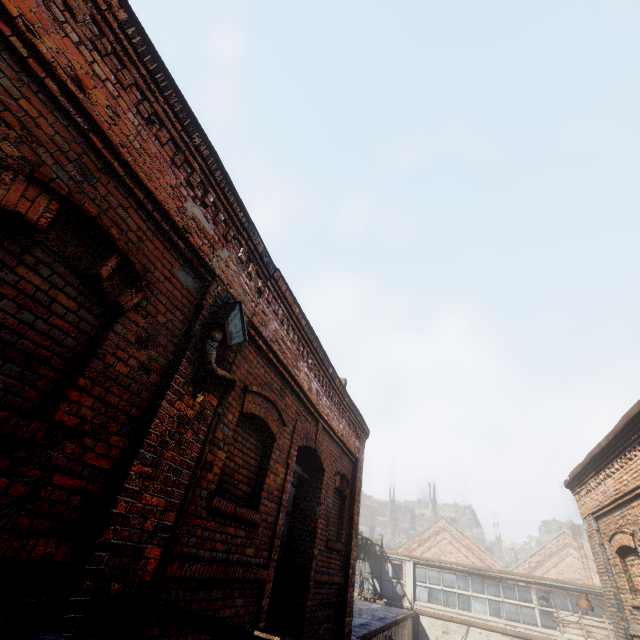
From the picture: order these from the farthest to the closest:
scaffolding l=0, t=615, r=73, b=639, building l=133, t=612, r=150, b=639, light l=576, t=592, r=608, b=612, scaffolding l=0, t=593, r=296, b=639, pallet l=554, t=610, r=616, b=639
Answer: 1. pallet l=554, t=610, r=616, b=639
2. light l=576, t=592, r=608, b=612
3. building l=133, t=612, r=150, b=639
4. scaffolding l=0, t=593, r=296, b=639
5. scaffolding l=0, t=615, r=73, b=639

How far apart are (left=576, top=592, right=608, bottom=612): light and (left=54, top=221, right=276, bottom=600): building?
12.87m

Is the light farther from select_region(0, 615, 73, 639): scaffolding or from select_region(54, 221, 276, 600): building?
select_region(54, 221, 276, 600): building

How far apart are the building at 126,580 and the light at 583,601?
12.87m

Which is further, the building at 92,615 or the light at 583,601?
the light at 583,601

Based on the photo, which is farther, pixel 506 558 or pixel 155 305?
pixel 506 558

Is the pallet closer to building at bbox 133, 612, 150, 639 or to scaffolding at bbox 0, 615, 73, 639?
scaffolding at bbox 0, 615, 73, 639
